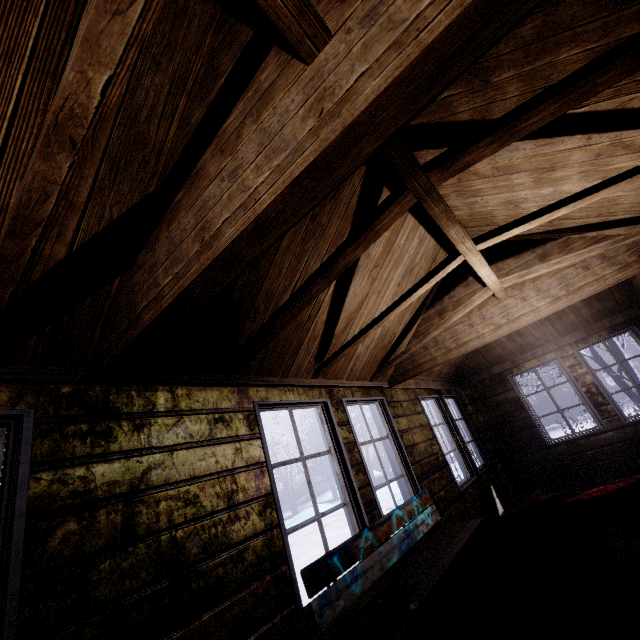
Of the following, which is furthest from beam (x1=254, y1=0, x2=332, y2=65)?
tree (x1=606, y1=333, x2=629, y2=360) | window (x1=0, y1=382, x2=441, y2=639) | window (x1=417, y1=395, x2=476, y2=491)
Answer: tree (x1=606, y1=333, x2=629, y2=360)

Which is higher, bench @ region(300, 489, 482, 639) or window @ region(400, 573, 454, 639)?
bench @ region(300, 489, 482, 639)

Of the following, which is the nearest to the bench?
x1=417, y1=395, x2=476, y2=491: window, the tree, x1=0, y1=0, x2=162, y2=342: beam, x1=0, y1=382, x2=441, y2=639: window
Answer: x1=0, y1=382, x2=441, y2=639: window

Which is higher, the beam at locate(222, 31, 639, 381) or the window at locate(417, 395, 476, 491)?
the beam at locate(222, 31, 639, 381)

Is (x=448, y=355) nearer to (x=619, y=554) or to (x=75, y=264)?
(x=619, y=554)

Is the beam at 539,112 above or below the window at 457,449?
above

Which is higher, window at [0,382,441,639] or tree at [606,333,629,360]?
tree at [606,333,629,360]

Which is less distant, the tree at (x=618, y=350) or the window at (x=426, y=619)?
the window at (x=426, y=619)
